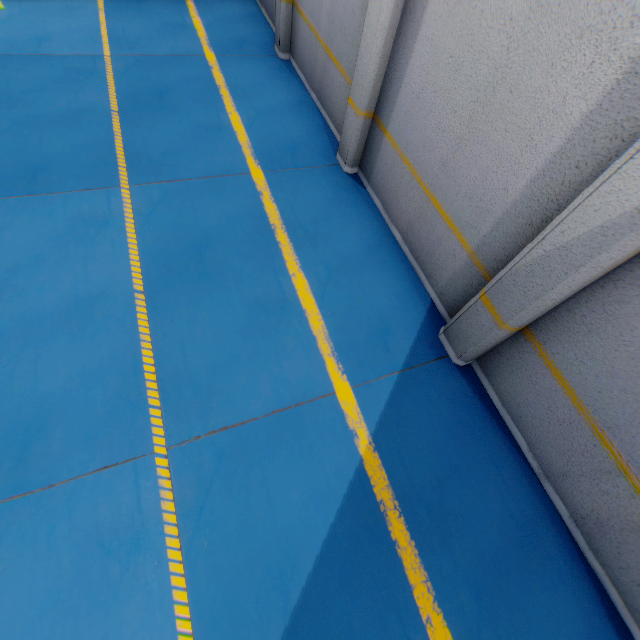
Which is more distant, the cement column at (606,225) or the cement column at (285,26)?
the cement column at (285,26)

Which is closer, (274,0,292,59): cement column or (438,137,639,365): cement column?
(438,137,639,365): cement column

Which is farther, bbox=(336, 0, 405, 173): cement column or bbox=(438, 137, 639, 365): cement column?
bbox=(336, 0, 405, 173): cement column

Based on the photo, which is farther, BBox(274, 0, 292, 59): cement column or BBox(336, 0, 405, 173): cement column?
BBox(274, 0, 292, 59): cement column

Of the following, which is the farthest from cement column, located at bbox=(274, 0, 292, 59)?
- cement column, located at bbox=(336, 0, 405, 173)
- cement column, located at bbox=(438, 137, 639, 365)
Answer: cement column, located at bbox=(438, 137, 639, 365)

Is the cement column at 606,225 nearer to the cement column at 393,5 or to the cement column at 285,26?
the cement column at 393,5

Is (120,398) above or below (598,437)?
below
